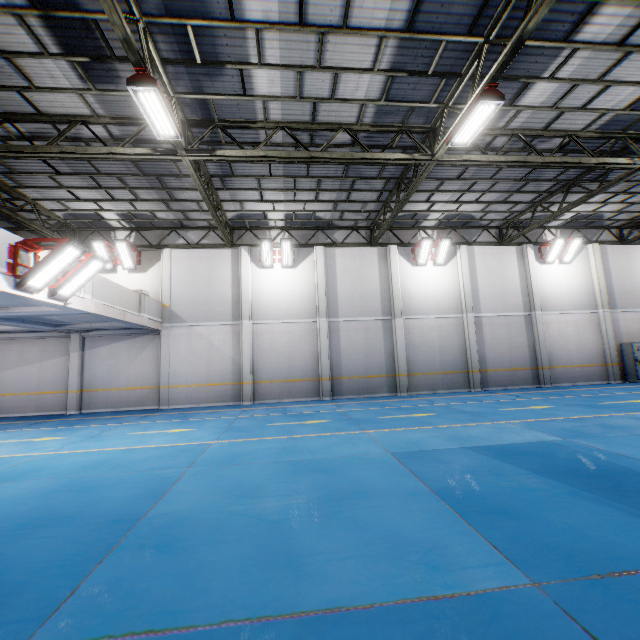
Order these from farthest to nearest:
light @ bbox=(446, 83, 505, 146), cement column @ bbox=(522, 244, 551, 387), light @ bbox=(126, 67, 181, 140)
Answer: cement column @ bbox=(522, 244, 551, 387) < light @ bbox=(446, 83, 505, 146) < light @ bbox=(126, 67, 181, 140)

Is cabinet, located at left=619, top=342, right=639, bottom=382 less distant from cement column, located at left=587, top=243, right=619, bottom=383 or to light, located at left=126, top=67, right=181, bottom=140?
cement column, located at left=587, top=243, right=619, bottom=383

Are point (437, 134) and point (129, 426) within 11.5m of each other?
no

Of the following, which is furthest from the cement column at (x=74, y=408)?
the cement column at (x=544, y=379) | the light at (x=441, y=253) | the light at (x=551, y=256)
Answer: the light at (x=551, y=256)

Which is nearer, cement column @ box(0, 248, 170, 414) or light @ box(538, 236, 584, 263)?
cement column @ box(0, 248, 170, 414)

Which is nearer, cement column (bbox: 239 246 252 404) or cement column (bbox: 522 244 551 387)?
cement column (bbox: 239 246 252 404)

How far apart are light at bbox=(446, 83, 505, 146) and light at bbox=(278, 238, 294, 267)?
8.6m

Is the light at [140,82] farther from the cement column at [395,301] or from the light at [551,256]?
the light at [551,256]
